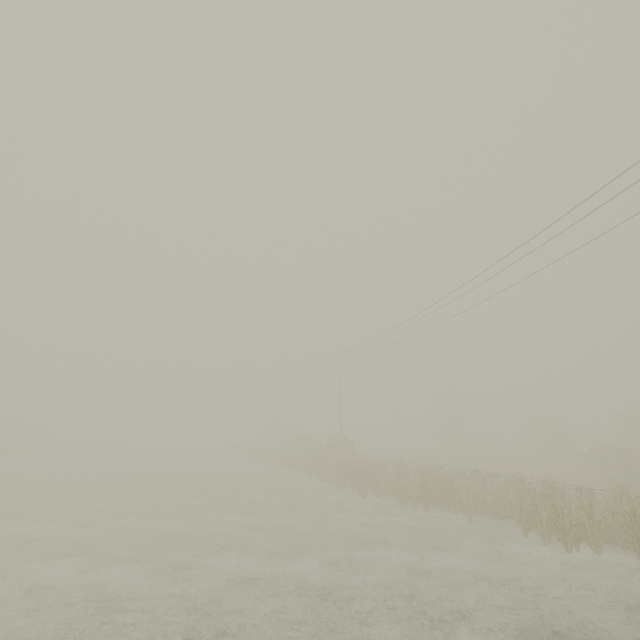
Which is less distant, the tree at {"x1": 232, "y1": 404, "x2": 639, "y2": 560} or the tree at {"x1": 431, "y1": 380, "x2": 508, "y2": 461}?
the tree at {"x1": 232, "y1": 404, "x2": 639, "y2": 560}

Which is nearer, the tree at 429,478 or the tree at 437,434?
the tree at 429,478

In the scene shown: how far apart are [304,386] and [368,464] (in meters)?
27.97

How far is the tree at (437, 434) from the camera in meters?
46.8

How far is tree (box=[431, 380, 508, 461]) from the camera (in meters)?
46.81
